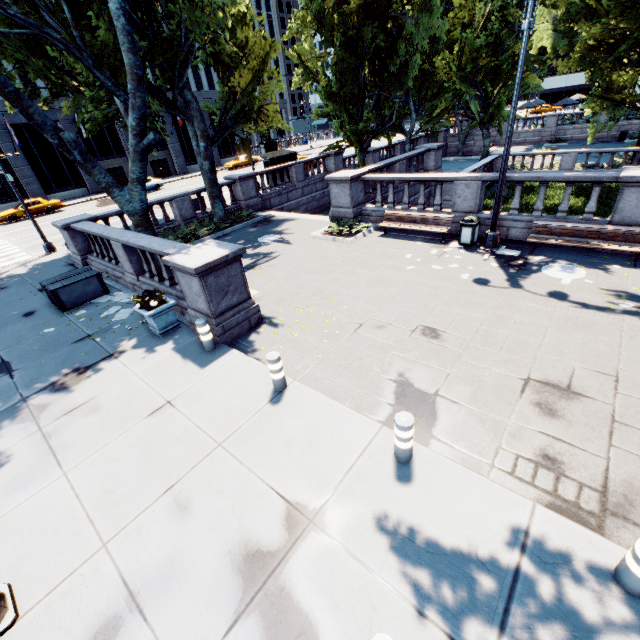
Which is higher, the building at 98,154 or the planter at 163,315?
the building at 98,154

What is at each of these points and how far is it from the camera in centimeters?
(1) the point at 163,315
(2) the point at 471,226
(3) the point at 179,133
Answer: (1) planter, 852cm
(2) garbage can, 1127cm
(3) building, 4625cm

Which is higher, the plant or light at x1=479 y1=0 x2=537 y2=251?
the plant

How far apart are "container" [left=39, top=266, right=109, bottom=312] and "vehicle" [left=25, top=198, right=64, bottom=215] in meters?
26.1

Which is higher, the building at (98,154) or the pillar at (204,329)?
the building at (98,154)

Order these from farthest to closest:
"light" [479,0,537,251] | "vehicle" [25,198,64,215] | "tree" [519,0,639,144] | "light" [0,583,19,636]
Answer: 1. "vehicle" [25,198,64,215]
2. "tree" [519,0,639,144]
3. "light" [479,0,537,251]
4. "light" [0,583,19,636]

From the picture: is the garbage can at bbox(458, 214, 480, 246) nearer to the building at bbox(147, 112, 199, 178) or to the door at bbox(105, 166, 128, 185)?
the building at bbox(147, 112, 199, 178)

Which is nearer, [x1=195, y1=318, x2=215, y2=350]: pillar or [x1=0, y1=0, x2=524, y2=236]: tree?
[x1=195, y1=318, x2=215, y2=350]: pillar
